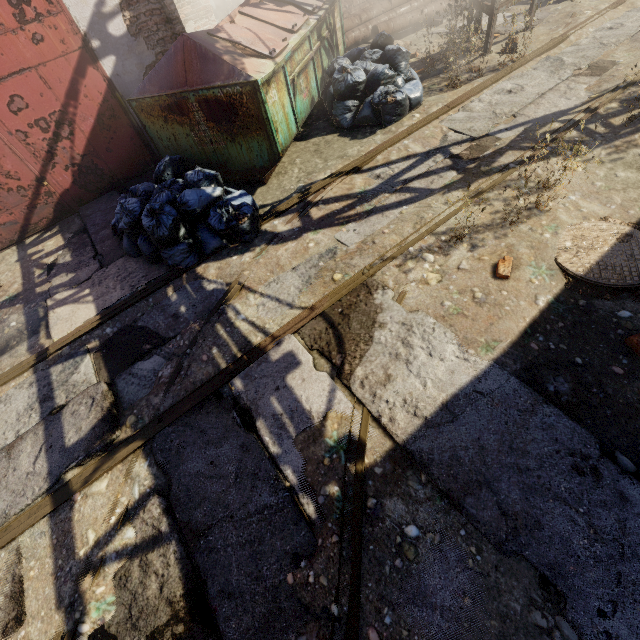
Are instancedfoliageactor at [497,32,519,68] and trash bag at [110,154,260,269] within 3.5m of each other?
no

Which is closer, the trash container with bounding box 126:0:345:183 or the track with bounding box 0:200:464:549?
the track with bounding box 0:200:464:549

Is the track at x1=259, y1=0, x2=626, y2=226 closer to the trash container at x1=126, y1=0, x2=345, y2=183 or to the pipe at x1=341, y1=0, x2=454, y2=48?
→ the trash container at x1=126, y1=0, x2=345, y2=183

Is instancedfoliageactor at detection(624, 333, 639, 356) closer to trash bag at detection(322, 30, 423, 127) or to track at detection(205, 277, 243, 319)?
track at detection(205, 277, 243, 319)

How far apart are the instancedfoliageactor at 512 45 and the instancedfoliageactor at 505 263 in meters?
4.9 m

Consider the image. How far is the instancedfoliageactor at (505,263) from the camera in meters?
3.0

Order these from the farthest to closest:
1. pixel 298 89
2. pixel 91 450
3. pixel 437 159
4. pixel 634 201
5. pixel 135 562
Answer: pixel 298 89 < pixel 437 159 < pixel 634 201 < pixel 91 450 < pixel 135 562

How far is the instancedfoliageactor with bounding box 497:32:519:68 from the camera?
5.7 meters
